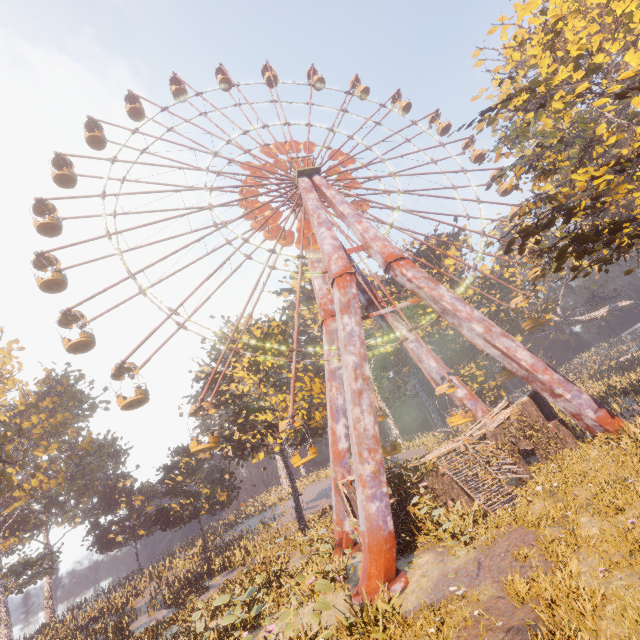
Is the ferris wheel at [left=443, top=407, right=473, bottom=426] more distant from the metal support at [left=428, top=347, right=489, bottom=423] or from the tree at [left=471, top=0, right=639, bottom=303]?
the tree at [left=471, top=0, right=639, bottom=303]

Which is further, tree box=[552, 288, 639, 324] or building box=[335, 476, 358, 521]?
tree box=[552, 288, 639, 324]

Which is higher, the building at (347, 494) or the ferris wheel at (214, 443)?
the ferris wheel at (214, 443)

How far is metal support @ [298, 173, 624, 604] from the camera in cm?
1389

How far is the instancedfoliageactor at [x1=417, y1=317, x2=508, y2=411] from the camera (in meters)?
39.72

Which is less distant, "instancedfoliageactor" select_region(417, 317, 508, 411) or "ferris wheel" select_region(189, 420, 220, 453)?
Result: "ferris wheel" select_region(189, 420, 220, 453)

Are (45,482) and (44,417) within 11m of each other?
yes

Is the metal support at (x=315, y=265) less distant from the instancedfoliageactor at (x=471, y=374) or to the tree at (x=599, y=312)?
the instancedfoliageactor at (x=471, y=374)
